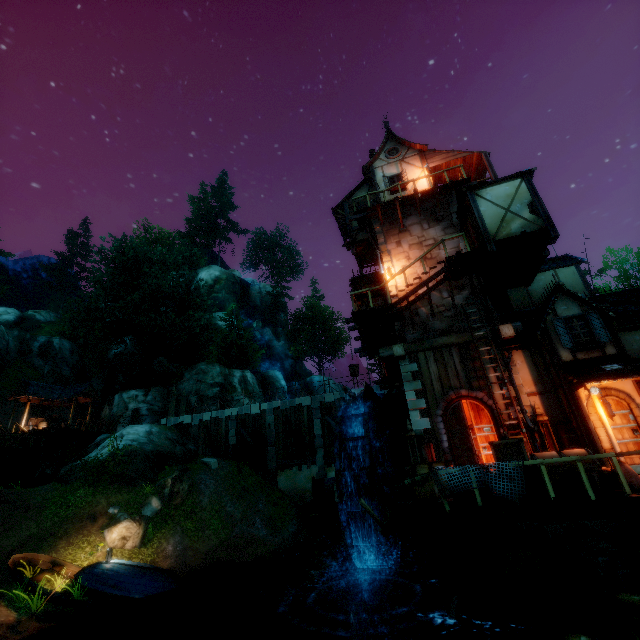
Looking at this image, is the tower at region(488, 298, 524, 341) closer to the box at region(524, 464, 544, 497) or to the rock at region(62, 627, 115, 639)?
the box at region(524, 464, 544, 497)

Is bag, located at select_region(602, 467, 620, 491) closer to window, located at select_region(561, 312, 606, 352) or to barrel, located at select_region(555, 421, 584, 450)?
barrel, located at select_region(555, 421, 584, 450)

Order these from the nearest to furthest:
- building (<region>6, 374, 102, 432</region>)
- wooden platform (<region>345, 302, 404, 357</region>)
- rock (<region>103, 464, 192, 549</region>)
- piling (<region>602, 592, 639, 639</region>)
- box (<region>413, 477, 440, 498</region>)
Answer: piling (<region>602, 592, 639, 639</region>)
box (<region>413, 477, 440, 498</region>)
wooden platform (<region>345, 302, 404, 357</region>)
rock (<region>103, 464, 192, 549</region>)
building (<region>6, 374, 102, 432</region>)

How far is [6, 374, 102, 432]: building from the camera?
27.6m

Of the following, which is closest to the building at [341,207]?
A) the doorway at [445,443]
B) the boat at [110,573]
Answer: the doorway at [445,443]

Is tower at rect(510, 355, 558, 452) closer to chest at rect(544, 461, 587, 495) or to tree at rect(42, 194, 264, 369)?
chest at rect(544, 461, 587, 495)

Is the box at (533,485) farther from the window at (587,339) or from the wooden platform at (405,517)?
the window at (587,339)

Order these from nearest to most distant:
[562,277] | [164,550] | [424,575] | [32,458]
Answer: [424,575] → [164,550] → [562,277] → [32,458]
